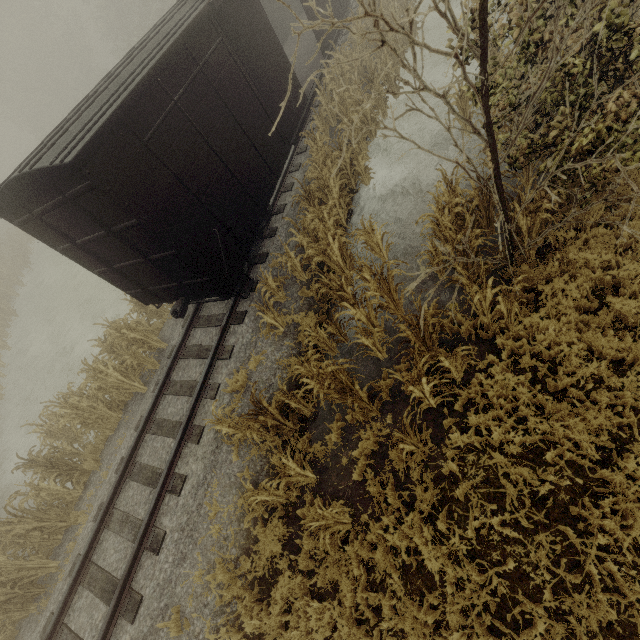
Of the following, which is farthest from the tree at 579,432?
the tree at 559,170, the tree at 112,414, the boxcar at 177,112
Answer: the tree at 112,414

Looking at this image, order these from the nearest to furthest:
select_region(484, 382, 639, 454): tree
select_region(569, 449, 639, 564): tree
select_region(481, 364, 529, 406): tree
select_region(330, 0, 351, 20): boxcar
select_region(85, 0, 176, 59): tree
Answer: select_region(569, 449, 639, 564): tree → select_region(484, 382, 639, 454): tree → select_region(481, 364, 529, 406): tree → select_region(330, 0, 351, 20): boxcar → select_region(85, 0, 176, 59): tree

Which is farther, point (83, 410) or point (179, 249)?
point (83, 410)

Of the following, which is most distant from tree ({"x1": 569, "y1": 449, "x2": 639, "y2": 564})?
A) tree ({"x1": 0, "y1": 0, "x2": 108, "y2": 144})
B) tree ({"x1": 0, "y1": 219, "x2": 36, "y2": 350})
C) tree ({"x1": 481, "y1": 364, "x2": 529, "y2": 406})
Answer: tree ({"x1": 0, "y1": 0, "x2": 108, "y2": 144})

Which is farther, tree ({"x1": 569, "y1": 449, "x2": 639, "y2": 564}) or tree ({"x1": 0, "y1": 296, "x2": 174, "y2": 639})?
tree ({"x1": 0, "y1": 296, "x2": 174, "y2": 639})

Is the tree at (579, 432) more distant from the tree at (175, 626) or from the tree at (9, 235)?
the tree at (9, 235)

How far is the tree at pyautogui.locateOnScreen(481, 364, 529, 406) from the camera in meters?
5.1 m

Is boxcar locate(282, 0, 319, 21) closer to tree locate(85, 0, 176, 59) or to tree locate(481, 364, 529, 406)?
tree locate(481, 364, 529, 406)
